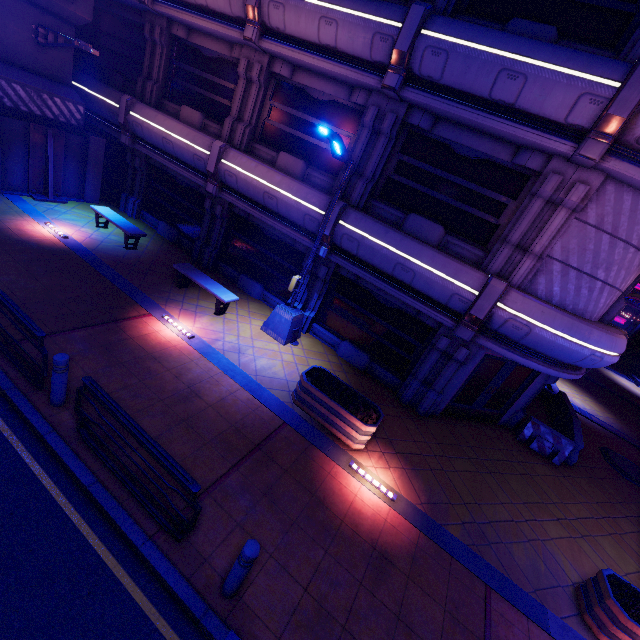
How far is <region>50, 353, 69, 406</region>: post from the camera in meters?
5.3 m

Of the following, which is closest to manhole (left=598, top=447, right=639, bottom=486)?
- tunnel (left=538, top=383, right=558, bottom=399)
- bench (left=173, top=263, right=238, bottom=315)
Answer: tunnel (left=538, top=383, right=558, bottom=399)

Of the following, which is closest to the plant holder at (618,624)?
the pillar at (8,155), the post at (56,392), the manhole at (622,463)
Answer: the manhole at (622,463)

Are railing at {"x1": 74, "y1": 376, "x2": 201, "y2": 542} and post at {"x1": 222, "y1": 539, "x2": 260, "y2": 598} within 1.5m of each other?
yes

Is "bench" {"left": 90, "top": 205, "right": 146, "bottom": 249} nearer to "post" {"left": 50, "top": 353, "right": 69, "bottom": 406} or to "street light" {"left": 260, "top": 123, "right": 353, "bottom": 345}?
"street light" {"left": 260, "top": 123, "right": 353, "bottom": 345}

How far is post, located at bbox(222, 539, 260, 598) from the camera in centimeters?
398cm

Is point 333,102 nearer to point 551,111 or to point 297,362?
point 551,111

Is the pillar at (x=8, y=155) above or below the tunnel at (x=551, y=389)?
above
